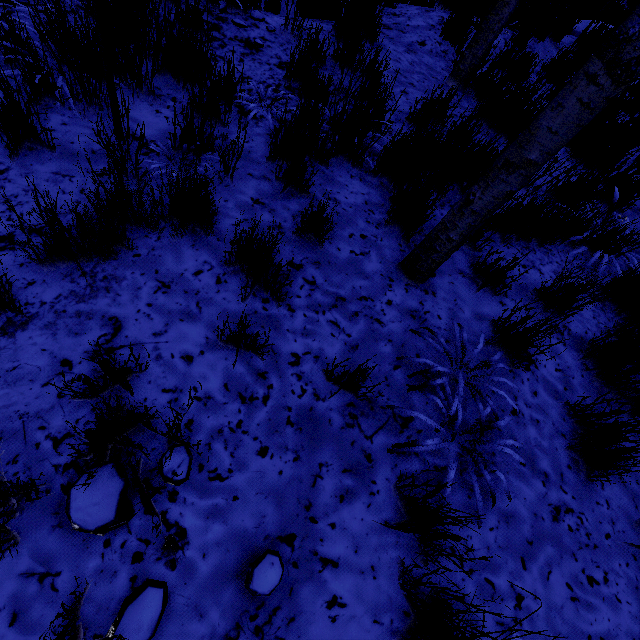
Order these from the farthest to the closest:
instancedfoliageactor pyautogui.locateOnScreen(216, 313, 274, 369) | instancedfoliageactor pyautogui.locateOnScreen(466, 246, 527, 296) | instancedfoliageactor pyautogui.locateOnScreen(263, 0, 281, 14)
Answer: instancedfoliageactor pyautogui.locateOnScreen(263, 0, 281, 14) < instancedfoliageactor pyautogui.locateOnScreen(466, 246, 527, 296) < instancedfoliageactor pyautogui.locateOnScreen(216, 313, 274, 369)

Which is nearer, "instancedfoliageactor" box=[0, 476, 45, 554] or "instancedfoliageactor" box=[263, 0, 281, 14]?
"instancedfoliageactor" box=[0, 476, 45, 554]

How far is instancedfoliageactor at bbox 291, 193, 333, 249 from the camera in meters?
2.0

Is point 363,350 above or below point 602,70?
below

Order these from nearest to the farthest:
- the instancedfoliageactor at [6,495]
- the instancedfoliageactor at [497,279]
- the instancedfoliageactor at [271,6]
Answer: the instancedfoliageactor at [6,495] < the instancedfoliageactor at [497,279] < the instancedfoliageactor at [271,6]

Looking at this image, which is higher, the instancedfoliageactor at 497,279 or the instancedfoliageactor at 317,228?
the instancedfoliageactor at 497,279
